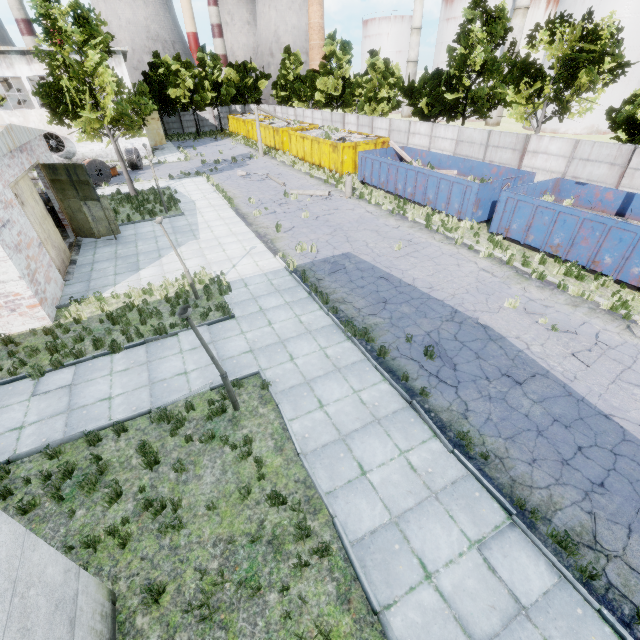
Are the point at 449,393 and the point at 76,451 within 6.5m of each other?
no

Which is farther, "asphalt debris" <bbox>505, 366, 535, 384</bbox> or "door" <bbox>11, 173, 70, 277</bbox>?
"door" <bbox>11, 173, 70, 277</bbox>

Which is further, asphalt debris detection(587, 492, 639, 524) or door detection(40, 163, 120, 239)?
door detection(40, 163, 120, 239)

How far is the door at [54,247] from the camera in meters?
12.6 m

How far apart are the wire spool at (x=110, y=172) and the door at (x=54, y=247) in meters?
15.3 m

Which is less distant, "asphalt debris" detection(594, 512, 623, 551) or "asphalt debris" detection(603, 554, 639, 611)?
"asphalt debris" detection(603, 554, 639, 611)

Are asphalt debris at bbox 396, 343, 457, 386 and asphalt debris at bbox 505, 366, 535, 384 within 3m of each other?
yes

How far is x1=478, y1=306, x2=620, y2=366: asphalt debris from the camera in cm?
963
